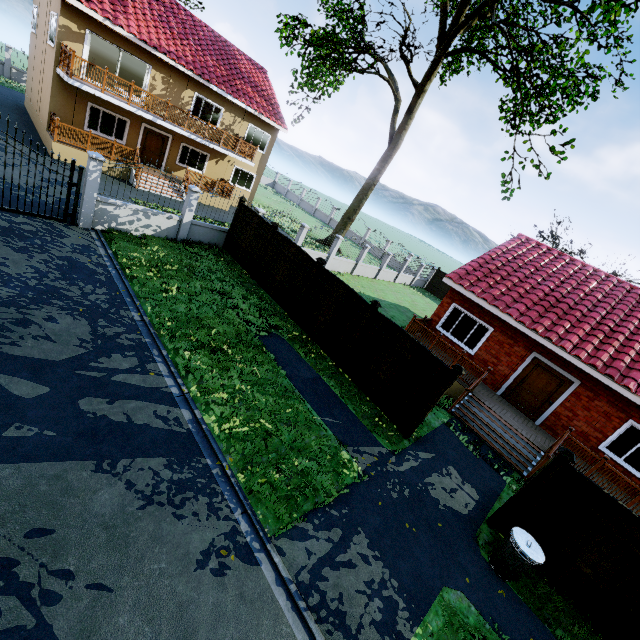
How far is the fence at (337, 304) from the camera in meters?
10.6 m

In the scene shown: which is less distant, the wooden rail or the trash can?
the trash can

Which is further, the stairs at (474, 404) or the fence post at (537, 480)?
the stairs at (474, 404)

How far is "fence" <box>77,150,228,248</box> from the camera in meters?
10.7 m

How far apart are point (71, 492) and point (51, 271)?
6.5 meters

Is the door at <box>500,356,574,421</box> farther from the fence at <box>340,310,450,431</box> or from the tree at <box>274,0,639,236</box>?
the tree at <box>274,0,639,236</box>

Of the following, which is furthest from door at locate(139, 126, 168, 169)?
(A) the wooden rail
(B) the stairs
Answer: (B) the stairs

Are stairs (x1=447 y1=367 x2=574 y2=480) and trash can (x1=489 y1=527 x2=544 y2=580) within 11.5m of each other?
yes
